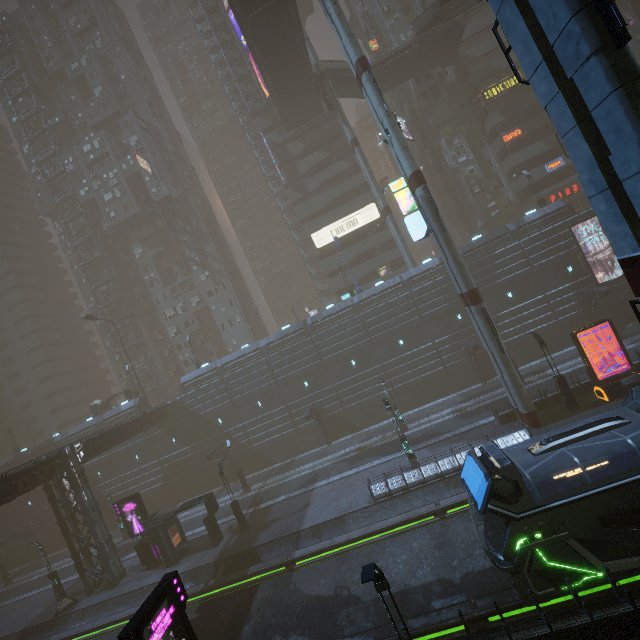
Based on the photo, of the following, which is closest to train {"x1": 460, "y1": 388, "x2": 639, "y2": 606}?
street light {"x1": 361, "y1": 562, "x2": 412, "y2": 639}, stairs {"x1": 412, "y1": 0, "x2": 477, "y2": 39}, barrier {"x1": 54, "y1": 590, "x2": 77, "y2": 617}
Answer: street light {"x1": 361, "y1": 562, "x2": 412, "y2": 639}

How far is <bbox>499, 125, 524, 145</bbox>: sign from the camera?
41.38m

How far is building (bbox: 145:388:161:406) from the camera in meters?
55.4 m

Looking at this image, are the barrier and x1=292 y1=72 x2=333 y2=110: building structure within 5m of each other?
no

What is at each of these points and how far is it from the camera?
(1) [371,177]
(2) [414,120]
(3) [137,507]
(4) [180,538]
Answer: (1) sm, 37.72m
(2) building structure, 46.19m
(3) sign, 26.41m
(4) building, 26.34m

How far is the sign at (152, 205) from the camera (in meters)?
48.31

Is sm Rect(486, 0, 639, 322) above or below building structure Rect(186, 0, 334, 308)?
below

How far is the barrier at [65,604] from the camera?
25.6m
